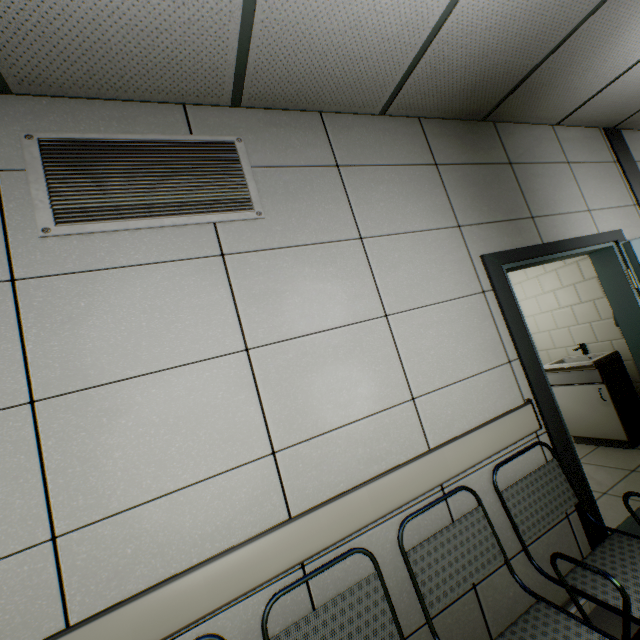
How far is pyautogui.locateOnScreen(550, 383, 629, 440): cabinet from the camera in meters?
3.4 m

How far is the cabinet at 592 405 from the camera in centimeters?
345cm

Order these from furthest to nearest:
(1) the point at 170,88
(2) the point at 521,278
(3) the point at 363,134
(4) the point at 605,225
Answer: (2) the point at 521,278
(4) the point at 605,225
(3) the point at 363,134
(1) the point at 170,88

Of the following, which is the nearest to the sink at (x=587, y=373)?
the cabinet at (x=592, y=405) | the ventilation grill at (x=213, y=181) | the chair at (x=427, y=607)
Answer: the cabinet at (x=592, y=405)

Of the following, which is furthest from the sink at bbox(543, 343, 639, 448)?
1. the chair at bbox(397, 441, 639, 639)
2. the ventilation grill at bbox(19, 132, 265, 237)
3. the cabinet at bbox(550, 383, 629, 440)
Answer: the ventilation grill at bbox(19, 132, 265, 237)

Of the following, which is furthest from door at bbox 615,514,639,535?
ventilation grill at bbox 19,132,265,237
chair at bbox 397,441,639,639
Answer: ventilation grill at bbox 19,132,265,237

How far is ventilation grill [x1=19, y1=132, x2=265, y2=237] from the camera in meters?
1.4

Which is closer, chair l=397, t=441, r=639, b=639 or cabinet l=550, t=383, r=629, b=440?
chair l=397, t=441, r=639, b=639
